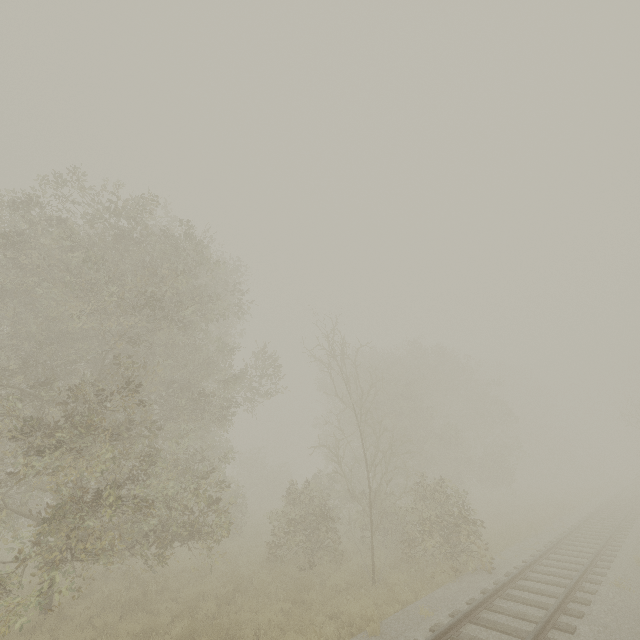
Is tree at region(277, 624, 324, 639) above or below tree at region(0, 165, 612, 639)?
below

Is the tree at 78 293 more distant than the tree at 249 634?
Yes

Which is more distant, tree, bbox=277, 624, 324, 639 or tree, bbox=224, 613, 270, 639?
tree, bbox=224, 613, 270, 639

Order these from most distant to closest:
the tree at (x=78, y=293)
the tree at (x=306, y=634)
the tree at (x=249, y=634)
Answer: the tree at (x=78, y=293) → the tree at (x=249, y=634) → the tree at (x=306, y=634)

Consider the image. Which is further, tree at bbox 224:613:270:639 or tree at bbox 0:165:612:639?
tree at bbox 0:165:612:639

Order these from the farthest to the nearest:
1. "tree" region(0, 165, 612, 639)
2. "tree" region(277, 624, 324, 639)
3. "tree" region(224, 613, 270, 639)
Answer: Result: "tree" region(0, 165, 612, 639) → "tree" region(224, 613, 270, 639) → "tree" region(277, 624, 324, 639)

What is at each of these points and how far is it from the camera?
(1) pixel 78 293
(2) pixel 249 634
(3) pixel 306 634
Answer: (1) tree, 11.16m
(2) tree, 8.12m
(3) tree, 8.16m
